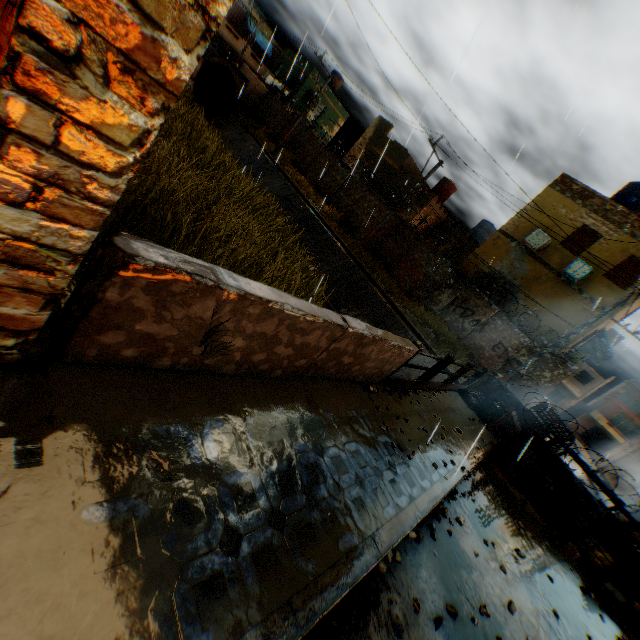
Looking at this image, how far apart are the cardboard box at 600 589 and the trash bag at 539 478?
1.5 meters

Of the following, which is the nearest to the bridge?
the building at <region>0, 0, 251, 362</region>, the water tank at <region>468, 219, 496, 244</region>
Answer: the building at <region>0, 0, 251, 362</region>

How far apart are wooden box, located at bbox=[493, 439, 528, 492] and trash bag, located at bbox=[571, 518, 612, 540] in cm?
179

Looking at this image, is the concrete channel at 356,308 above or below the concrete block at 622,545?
below

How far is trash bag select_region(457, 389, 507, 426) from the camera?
9.3 meters

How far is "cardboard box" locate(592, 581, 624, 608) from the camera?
6.24m

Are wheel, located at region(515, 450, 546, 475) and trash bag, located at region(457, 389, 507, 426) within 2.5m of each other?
yes

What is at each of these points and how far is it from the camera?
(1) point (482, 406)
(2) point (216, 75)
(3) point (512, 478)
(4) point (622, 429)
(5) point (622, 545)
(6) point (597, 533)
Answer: (1) trash bag, 9.51m
(2) water pipe, 30.09m
(3) wooden box, 7.53m
(4) window, 42.56m
(5) concrete block, 7.99m
(6) trash bag, 7.72m
